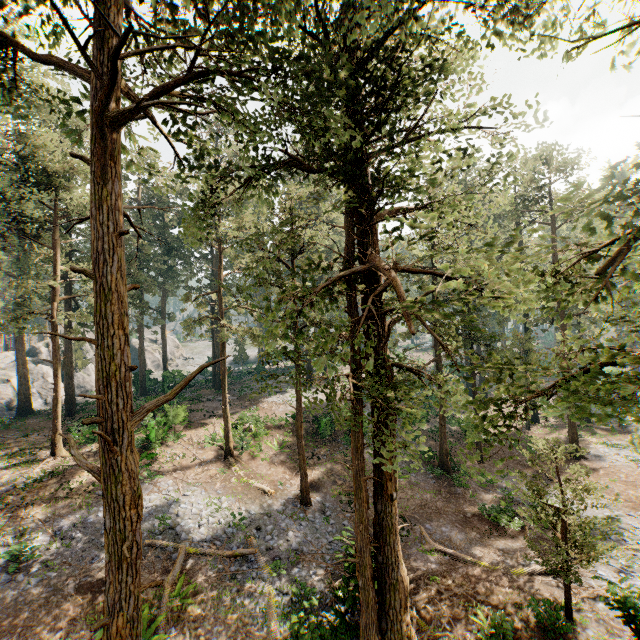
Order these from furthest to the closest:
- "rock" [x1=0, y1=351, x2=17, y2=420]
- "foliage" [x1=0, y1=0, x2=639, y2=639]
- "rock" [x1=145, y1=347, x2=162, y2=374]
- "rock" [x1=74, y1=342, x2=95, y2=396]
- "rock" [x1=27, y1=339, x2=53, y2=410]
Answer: "rock" [x1=145, y1=347, x2=162, y2=374] → "rock" [x1=74, y1=342, x2=95, y2=396] → "rock" [x1=27, y1=339, x2=53, y2=410] → "rock" [x1=0, y1=351, x2=17, y2=420] → "foliage" [x1=0, y1=0, x2=639, y2=639]

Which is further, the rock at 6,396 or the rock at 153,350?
the rock at 153,350

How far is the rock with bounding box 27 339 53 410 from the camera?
40.9 meters

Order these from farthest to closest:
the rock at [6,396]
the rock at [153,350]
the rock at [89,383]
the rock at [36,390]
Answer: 1. the rock at [153,350]
2. the rock at [89,383]
3. the rock at [36,390]
4. the rock at [6,396]

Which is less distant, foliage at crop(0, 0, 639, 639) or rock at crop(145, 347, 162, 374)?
foliage at crop(0, 0, 639, 639)

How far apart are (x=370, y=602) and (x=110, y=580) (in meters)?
8.17
